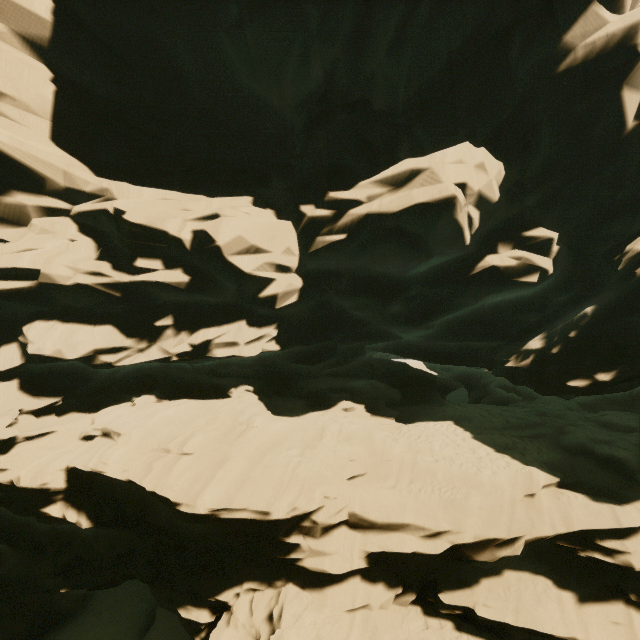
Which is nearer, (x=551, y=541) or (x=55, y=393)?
(x=551, y=541)
